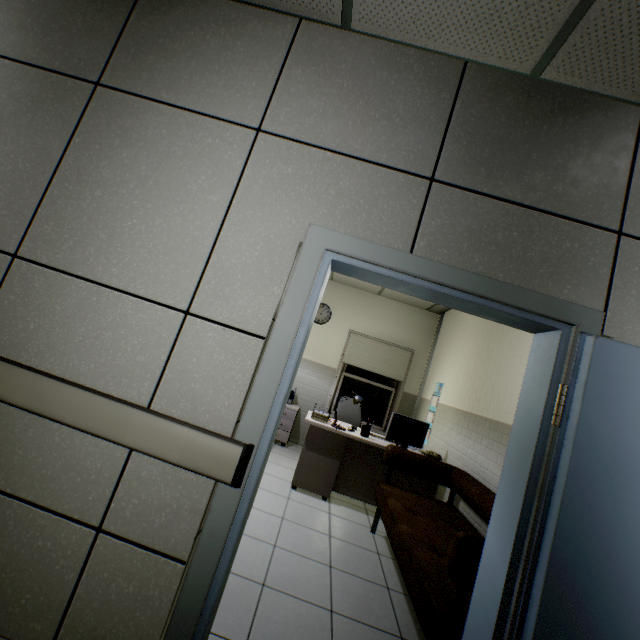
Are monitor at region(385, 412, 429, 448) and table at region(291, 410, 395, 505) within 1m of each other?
yes

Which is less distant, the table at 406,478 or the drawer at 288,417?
the table at 406,478

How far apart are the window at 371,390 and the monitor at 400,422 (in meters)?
2.15

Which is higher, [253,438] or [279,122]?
[279,122]

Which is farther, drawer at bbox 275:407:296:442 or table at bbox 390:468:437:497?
drawer at bbox 275:407:296:442

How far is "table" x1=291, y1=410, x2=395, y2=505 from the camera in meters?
4.0 m

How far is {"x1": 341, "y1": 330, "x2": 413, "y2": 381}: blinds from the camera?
6.31m

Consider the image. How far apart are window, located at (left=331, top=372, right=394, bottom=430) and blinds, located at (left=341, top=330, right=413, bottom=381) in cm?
25
